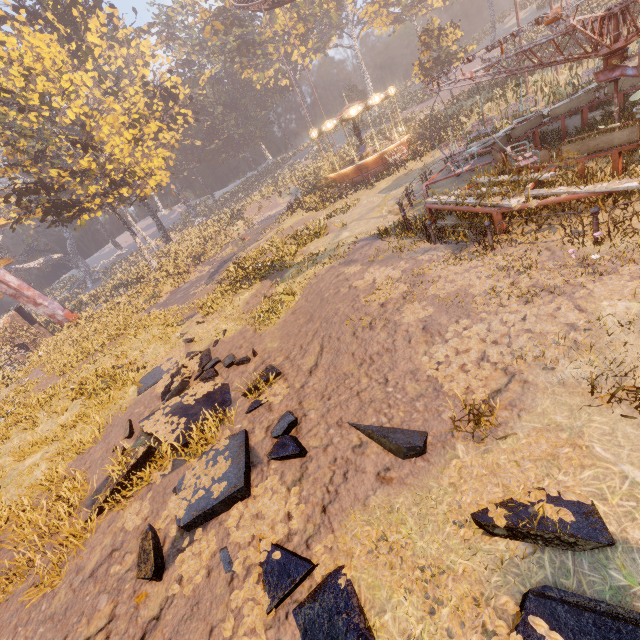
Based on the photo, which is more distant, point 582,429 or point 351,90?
point 351,90

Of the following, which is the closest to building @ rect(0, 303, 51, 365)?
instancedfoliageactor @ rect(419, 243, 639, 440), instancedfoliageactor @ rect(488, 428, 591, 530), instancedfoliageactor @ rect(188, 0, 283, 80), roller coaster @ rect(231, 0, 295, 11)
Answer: instancedfoliageactor @ rect(419, 243, 639, 440)

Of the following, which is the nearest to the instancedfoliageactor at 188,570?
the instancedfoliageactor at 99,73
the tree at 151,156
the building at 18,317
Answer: the building at 18,317

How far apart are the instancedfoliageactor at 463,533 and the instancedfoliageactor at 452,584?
0.3 meters

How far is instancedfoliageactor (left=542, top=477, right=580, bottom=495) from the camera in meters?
3.5 m

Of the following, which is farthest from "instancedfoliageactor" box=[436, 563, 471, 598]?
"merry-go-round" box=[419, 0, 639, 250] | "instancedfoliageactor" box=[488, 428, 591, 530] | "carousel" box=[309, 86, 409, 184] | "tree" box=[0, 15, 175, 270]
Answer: "tree" box=[0, 15, 175, 270]

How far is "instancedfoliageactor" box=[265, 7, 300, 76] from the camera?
46.9m

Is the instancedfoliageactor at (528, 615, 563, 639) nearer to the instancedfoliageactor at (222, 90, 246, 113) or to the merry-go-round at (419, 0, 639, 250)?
the merry-go-round at (419, 0, 639, 250)
